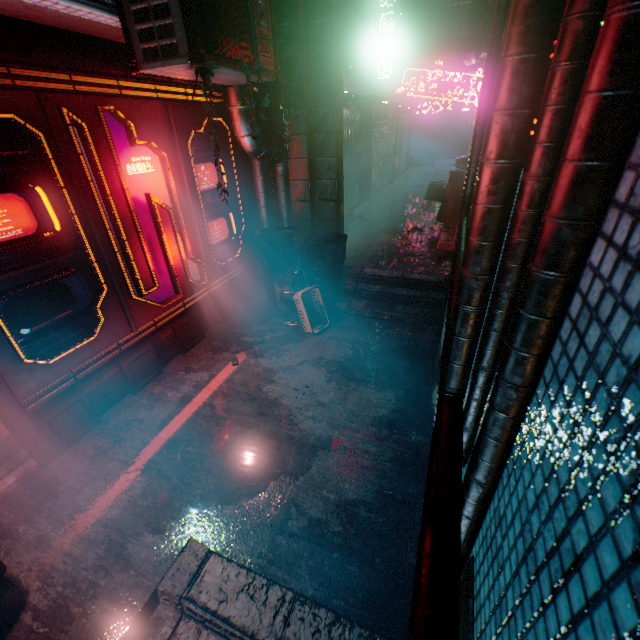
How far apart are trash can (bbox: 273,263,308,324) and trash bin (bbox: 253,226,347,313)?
0.04m

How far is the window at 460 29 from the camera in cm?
1473

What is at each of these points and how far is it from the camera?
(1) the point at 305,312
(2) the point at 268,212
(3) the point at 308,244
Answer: (1) laundry basket, 4.0m
(2) air duct, 4.7m
(3) trash bin, 4.3m

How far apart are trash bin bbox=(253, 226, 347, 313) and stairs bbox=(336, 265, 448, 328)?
0.0 meters

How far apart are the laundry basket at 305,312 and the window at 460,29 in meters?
17.7

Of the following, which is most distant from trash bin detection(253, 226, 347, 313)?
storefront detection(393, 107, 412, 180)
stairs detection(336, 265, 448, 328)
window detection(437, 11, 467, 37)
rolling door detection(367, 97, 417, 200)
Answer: window detection(437, 11, 467, 37)

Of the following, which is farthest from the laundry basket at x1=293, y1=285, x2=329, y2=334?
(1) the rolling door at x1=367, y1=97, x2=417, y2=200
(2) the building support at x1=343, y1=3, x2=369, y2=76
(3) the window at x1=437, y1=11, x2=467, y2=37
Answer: (3) the window at x1=437, y1=11, x2=467, y2=37

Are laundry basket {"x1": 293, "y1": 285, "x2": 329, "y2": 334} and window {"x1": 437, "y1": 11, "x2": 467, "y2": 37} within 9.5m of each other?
no
